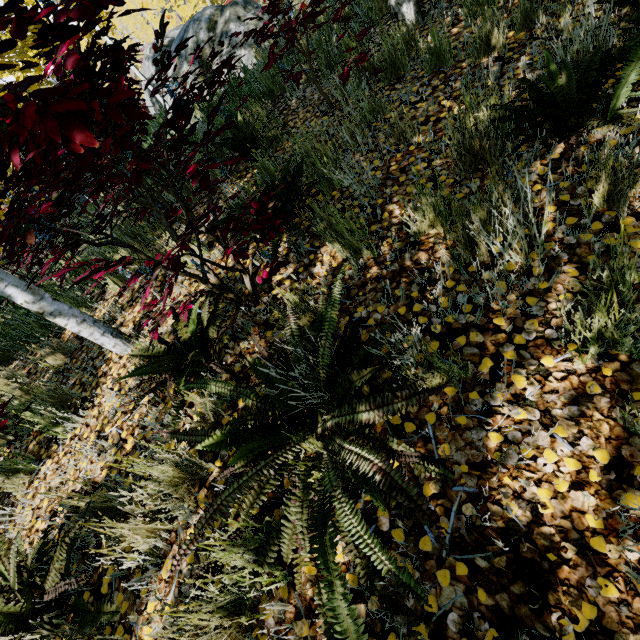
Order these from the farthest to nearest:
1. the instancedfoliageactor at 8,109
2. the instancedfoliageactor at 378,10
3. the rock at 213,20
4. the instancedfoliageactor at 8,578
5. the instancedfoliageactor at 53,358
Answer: the rock at 213,20 < the instancedfoliageactor at 378,10 < the instancedfoliageactor at 53,358 < the instancedfoliageactor at 8,578 < the instancedfoliageactor at 8,109

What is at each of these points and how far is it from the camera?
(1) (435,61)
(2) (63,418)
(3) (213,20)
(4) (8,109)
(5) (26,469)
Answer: (1) instancedfoliageactor, 3.1 meters
(2) instancedfoliageactor, 2.7 meters
(3) rock, 7.6 meters
(4) instancedfoliageactor, 1.0 meters
(5) instancedfoliageactor, 2.6 meters

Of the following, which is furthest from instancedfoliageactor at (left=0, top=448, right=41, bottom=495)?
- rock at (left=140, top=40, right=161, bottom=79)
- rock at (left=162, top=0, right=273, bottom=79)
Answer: rock at (left=140, top=40, right=161, bottom=79)

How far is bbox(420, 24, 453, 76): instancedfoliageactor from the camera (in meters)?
2.95

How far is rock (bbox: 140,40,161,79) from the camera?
14.5m

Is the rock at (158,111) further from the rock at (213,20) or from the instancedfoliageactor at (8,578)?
the rock at (213,20)

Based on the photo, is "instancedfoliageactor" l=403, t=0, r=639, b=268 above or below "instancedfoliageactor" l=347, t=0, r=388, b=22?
below
